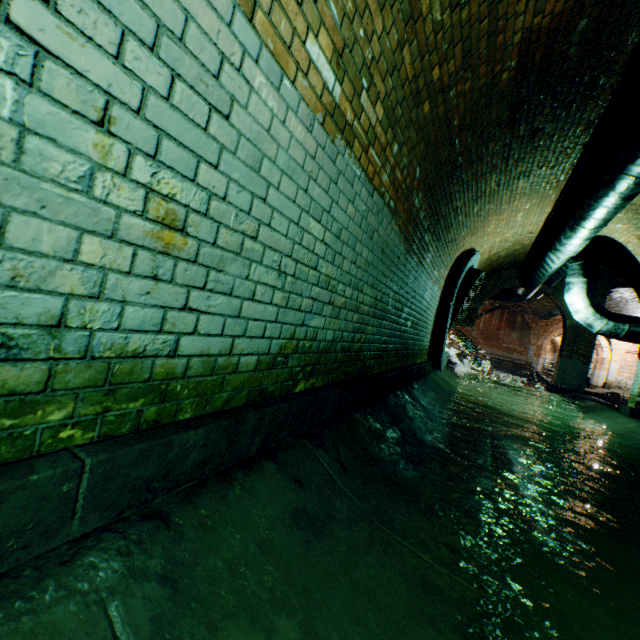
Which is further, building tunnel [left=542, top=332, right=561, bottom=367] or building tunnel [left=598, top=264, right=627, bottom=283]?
building tunnel [left=542, top=332, right=561, bottom=367]

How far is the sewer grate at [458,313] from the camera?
7.8 meters

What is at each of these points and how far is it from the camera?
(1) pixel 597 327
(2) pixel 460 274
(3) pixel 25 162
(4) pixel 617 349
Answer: (1) pipe, 7.8m
(2) sewerage pipe, 7.5m
(3) building tunnel, 0.8m
(4) support arch, 22.8m

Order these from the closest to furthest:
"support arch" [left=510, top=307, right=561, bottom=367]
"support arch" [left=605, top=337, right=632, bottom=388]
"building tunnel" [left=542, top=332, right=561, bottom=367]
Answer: "support arch" [left=605, top=337, right=632, bottom=388] < "support arch" [left=510, top=307, right=561, bottom=367] < "building tunnel" [left=542, top=332, right=561, bottom=367]

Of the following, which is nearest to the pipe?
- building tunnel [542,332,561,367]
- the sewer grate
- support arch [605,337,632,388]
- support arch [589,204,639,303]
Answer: Result: support arch [589,204,639,303]

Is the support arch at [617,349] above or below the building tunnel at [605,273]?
below

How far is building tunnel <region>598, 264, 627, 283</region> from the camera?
10.81m

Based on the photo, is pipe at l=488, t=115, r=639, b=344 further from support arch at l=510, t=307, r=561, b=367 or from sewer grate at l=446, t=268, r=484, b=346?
sewer grate at l=446, t=268, r=484, b=346
